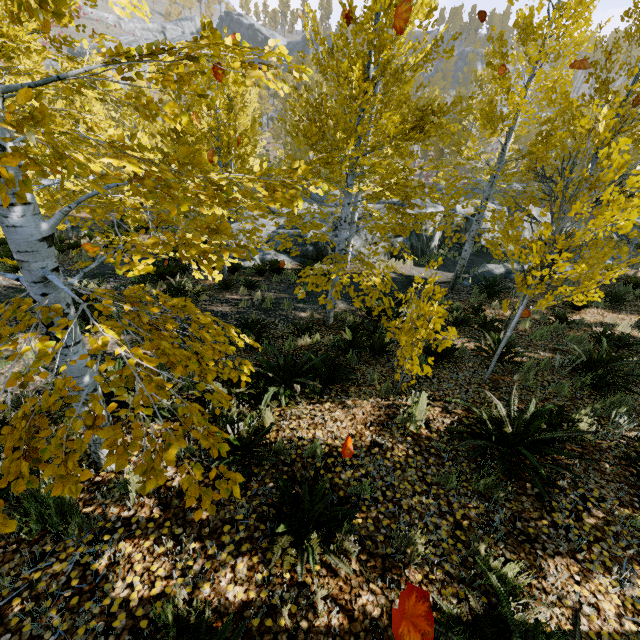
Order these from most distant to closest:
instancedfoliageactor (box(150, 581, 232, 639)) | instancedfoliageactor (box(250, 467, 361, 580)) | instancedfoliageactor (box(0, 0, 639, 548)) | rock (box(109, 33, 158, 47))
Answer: rock (box(109, 33, 158, 47)) < instancedfoliageactor (box(250, 467, 361, 580)) < instancedfoliageactor (box(150, 581, 232, 639)) < instancedfoliageactor (box(0, 0, 639, 548))

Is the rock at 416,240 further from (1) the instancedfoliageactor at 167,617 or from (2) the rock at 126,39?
(2) the rock at 126,39

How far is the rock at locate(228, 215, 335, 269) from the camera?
15.1m

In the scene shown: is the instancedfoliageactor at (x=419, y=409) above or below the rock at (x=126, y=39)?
below

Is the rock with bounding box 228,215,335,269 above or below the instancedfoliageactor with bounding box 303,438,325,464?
below

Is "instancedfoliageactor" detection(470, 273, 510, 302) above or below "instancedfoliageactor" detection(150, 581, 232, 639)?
below

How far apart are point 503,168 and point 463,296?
22.9m

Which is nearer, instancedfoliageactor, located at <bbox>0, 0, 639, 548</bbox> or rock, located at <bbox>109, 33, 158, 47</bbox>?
instancedfoliageactor, located at <bbox>0, 0, 639, 548</bbox>
